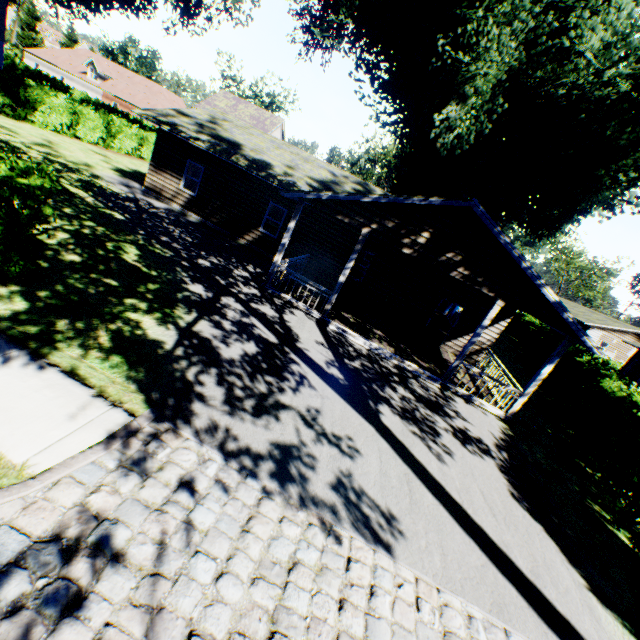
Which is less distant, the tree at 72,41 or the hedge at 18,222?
the hedge at 18,222

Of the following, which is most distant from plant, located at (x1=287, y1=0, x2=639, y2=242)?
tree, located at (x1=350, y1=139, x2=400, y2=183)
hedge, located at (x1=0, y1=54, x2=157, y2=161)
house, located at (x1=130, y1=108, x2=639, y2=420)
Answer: tree, located at (x1=350, y1=139, x2=400, y2=183)

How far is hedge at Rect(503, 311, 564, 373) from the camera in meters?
20.1 m

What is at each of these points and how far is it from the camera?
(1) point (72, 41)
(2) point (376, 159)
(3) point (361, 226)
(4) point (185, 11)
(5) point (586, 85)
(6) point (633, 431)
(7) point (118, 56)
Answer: (1) tree, 57.0m
(2) tree, 54.1m
(3) house, 10.9m
(4) plant, 24.1m
(5) plant, 15.9m
(6) hedge, 9.2m
(7) tree, 59.5m

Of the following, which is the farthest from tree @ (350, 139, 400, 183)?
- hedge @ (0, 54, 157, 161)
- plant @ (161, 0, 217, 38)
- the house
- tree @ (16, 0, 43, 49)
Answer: the house

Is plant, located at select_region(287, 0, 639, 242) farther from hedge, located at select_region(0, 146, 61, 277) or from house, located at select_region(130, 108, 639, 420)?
hedge, located at select_region(0, 146, 61, 277)

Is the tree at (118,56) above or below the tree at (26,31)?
above

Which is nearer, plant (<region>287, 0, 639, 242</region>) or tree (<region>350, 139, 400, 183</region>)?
plant (<region>287, 0, 639, 242</region>)
